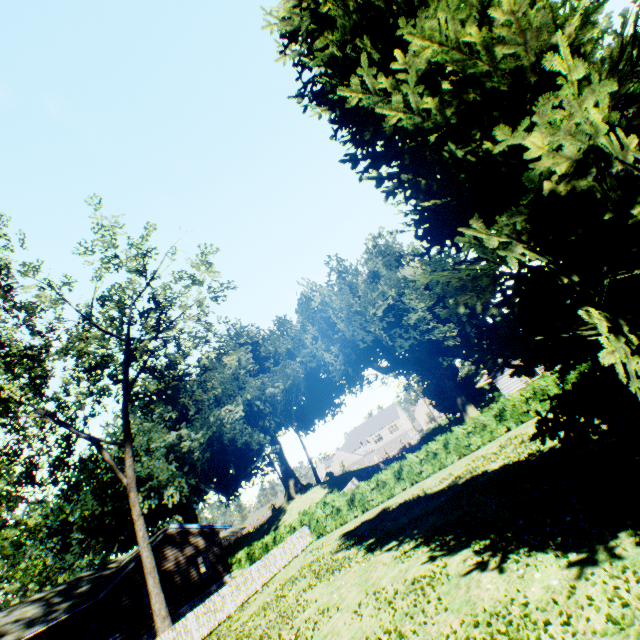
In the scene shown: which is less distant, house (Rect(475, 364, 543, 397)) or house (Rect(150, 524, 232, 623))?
house (Rect(150, 524, 232, 623))

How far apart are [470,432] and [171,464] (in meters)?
32.88

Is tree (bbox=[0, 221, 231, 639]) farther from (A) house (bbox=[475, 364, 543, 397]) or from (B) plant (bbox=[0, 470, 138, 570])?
(A) house (bbox=[475, 364, 543, 397])

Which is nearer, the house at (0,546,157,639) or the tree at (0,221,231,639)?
the tree at (0,221,231,639)

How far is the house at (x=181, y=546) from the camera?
24.41m

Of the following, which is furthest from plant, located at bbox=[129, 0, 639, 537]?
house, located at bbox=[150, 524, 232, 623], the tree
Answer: the tree

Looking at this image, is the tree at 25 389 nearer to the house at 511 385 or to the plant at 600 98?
the plant at 600 98

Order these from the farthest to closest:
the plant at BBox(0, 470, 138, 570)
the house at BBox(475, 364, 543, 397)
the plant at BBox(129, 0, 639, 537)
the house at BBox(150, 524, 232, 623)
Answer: the plant at BBox(0, 470, 138, 570), the house at BBox(475, 364, 543, 397), the house at BBox(150, 524, 232, 623), the plant at BBox(129, 0, 639, 537)
